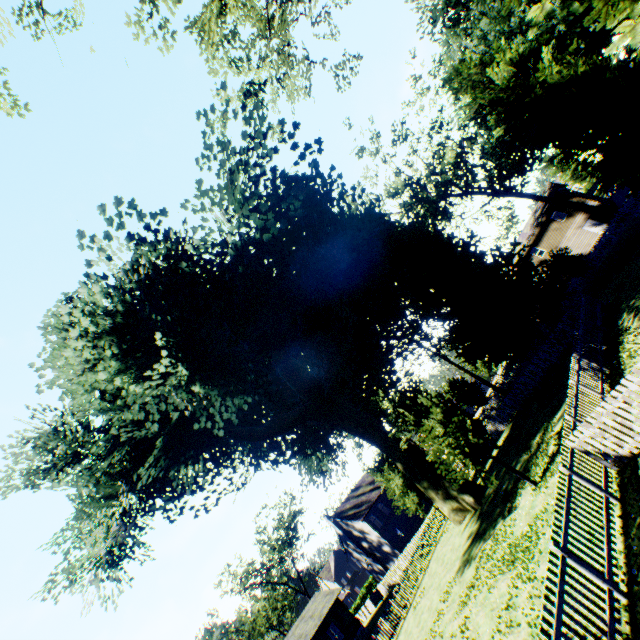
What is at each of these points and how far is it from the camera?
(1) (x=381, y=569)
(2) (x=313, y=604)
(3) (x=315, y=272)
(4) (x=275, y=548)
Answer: (1) chimney, 47.5 meters
(2) flat, 36.8 meters
(3) plant, 20.6 meters
(4) tree, 51.8 meters

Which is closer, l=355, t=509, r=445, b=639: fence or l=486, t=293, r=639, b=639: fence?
l=486, t=293, r=639, b=639: fence

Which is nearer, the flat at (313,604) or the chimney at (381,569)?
the flat at (313,604)

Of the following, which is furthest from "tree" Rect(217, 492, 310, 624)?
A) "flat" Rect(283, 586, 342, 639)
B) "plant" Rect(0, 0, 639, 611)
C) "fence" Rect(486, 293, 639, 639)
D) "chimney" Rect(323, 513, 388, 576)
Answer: "flat" Rect(283, 586, 342, 639)

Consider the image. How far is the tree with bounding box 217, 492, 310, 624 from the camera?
48.22m

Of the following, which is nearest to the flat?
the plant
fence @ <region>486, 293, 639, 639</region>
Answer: fence @ <region>486, 293, 639, 639</region>

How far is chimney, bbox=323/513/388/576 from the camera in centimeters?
4759cm

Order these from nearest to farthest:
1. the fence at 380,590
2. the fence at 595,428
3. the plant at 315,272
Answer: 1. the fence at 595,428
2. the plant at 315,272
3. the fence at 380,590
